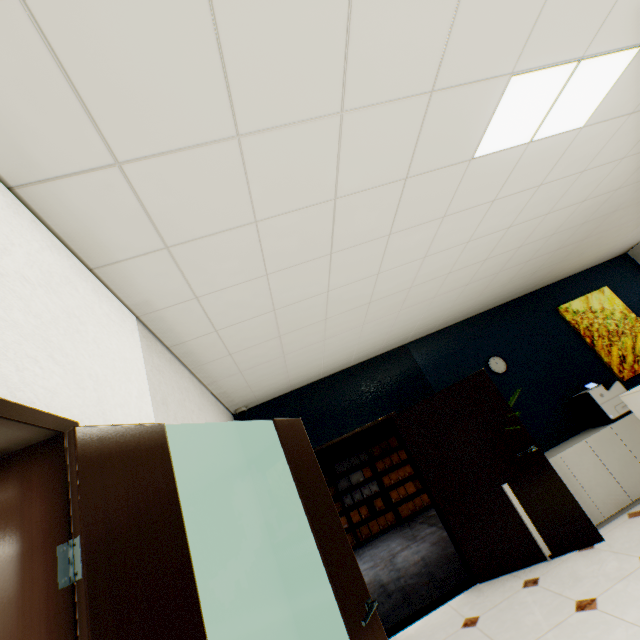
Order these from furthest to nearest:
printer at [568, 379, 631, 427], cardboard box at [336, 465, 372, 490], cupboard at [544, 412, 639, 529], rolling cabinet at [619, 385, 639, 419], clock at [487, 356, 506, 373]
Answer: cardboard box at [336, 465, 372, 490] → clock at [487, 356, 506, 373] → printer at [568, 379, 631, 427] → cupboard at [544, 412, 639, 529] → rolling cabinet at [619, 385, 639, 419]

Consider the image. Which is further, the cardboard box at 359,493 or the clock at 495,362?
the cardboard box at 359,493

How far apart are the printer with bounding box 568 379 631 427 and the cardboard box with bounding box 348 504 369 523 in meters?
6.2

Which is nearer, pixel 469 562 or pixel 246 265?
pixel 246 265

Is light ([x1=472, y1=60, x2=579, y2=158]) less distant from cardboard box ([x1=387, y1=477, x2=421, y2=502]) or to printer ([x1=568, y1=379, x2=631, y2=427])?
printer ([x1=568, y1=379, x2=631, y2=427])

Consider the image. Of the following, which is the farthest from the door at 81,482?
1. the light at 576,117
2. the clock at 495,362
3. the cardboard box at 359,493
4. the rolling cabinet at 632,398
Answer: the cardboard box at 359,493

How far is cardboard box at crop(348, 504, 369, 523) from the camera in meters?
8.7

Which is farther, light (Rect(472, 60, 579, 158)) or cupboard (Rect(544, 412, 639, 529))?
cupboard (Rect(544, 412, 639, 529))
